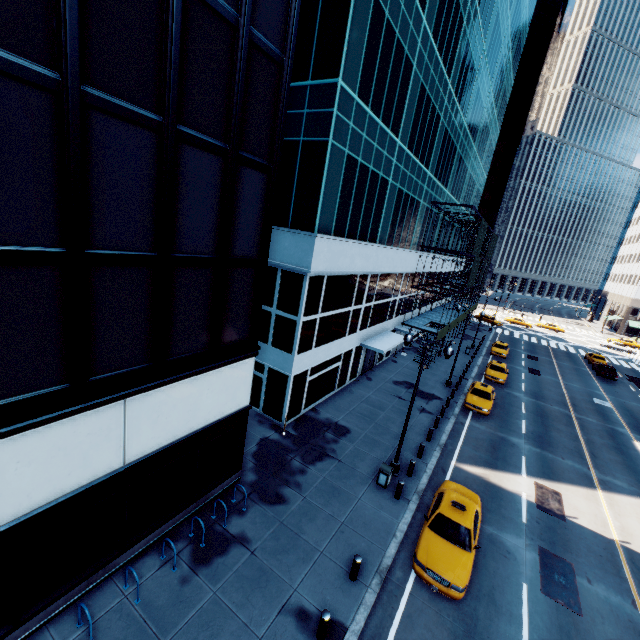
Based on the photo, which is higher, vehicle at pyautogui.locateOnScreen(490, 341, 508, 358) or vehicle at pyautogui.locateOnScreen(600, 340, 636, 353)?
vehicle at pyautogui.locateOnScreen(600, 340, 636, 353)

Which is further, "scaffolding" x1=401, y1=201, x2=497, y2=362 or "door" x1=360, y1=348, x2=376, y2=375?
"scaffolding" x1=401, y1=201, x2=497, y2=362

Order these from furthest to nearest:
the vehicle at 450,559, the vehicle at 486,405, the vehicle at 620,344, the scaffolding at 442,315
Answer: the vehicle at 620,344 → the scaffolding at 442,315 → the vehicle at 486,405 → the vehicle at 450,559

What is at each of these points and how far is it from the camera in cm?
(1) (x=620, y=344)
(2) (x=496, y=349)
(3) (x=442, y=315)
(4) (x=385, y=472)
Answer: (1) vehicle, 5803
(2) vehicle, 4091
(3) scaffolding, 3069
(4) garbage can, 1506

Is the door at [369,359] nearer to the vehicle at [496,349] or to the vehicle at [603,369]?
the vehicle at [496,349]

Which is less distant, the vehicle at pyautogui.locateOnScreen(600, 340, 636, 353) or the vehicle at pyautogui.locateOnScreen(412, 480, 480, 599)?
the vehicle at pyautogui.locateOnScreen(412, 480, 480, 599)

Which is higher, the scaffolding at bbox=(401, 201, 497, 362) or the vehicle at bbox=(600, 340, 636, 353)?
the scaffolding at bbox=(401, 201, 497, 362)

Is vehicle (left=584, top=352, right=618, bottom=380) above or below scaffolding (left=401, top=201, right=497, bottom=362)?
below
